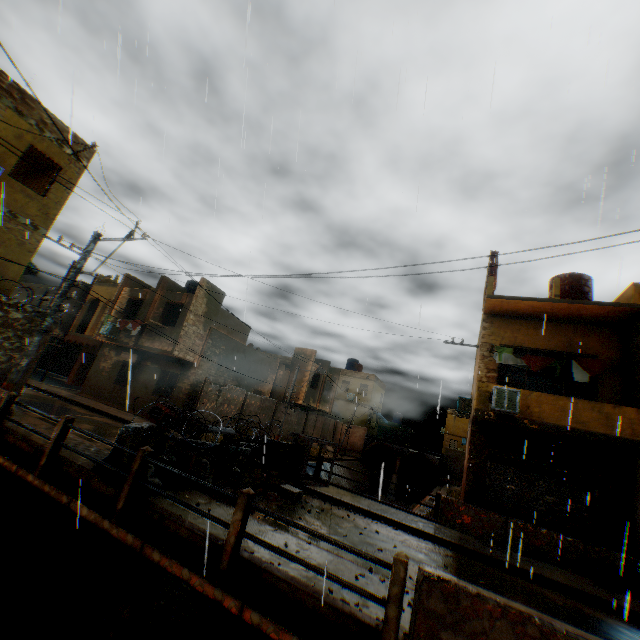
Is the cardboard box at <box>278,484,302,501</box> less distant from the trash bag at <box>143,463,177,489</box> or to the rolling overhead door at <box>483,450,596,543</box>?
the rolling overhead door at <box>483,450,596,543</box>

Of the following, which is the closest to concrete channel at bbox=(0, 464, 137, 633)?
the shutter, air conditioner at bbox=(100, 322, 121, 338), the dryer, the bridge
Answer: the bridge

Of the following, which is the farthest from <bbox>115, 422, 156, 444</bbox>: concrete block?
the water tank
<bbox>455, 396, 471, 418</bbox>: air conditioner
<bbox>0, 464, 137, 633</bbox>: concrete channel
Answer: the water tank

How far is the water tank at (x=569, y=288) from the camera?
14.30m

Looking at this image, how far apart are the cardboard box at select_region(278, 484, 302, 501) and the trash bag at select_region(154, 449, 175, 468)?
3.7 meters

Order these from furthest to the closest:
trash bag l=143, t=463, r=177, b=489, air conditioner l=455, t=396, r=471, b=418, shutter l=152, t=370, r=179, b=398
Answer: shutter l=152, t=370, r=179, b=398
air conditioner l=455, t=396, r=471, b=418
trash bag l=143, t=463, r=177, b=489

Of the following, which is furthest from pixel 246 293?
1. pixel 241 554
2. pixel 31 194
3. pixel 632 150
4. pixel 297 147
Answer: pixel 31 194

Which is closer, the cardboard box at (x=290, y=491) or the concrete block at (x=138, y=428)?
Result: the concrete block at (x=138, y=428)
